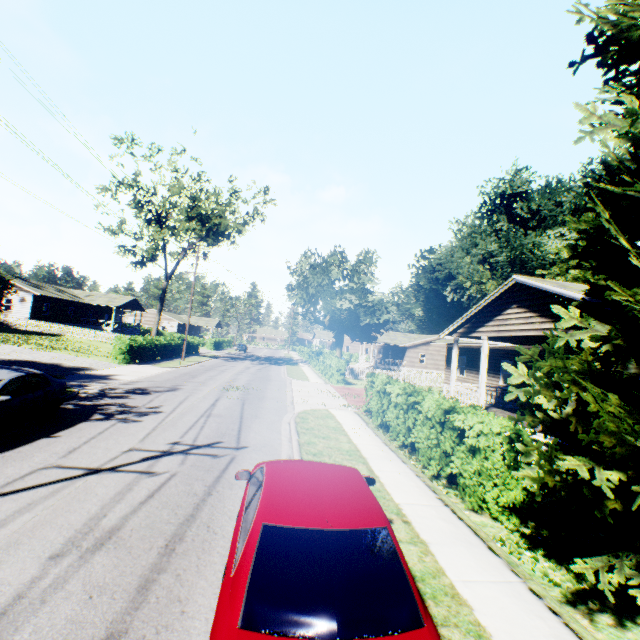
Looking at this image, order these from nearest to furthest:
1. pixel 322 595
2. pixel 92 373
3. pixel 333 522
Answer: pixel 322 595 → pixel 333 522 → pixel 92 373

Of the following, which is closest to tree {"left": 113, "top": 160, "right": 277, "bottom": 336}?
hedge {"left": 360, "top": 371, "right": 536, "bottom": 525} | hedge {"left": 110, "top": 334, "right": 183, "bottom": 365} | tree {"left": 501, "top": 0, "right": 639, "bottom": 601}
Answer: hedge {"left": 110, "top": 334, "right": 183, "bottom": 365}

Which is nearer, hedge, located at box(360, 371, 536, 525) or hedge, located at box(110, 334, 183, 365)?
hedge, located at box(360, 371, 536, 525)

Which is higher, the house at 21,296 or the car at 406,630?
the house at 21,296

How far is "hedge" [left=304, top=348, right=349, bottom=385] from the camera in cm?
2697

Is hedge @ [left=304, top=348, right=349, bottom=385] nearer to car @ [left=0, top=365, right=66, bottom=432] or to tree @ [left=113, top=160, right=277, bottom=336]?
tree @ [left=113, top=160, right=277, bottom=336]

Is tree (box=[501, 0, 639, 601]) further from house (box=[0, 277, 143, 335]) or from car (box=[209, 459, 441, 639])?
house (box=[0, 277, 143, 335])

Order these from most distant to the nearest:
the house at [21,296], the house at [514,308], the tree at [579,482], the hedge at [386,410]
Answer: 1. the house at [21,296]
2. the house at [514,308]
3. the hedge at [386,410]
4. the tree at [579,482]
